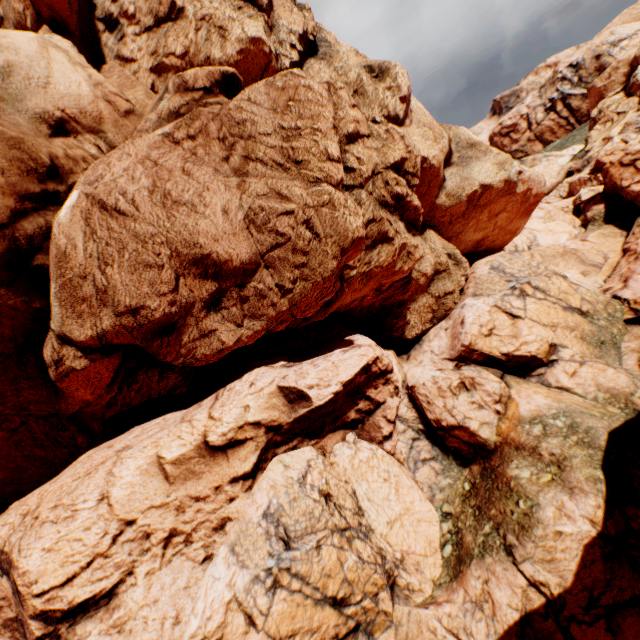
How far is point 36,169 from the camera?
9.5 meters
